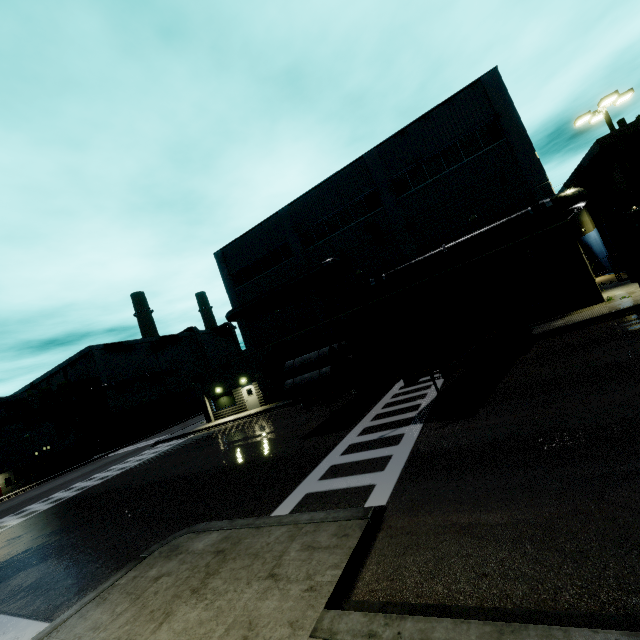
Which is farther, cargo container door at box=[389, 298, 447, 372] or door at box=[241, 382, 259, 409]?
door at box=[241, 382, 259, 409]

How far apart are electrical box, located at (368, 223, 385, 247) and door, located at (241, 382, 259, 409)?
16.3 meters

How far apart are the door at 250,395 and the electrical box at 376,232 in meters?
16.3

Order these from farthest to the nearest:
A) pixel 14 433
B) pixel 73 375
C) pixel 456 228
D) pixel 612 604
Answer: pixel 73 375, pixel 14 433, pixel 456 228, pixel 612 604

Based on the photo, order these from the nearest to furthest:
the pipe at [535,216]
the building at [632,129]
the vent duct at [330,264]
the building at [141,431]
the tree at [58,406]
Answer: the pipe at [535,216] → the building at [632,129] → the vent duct at [330,264] → the tree at [58,406] → the building at [141,431]

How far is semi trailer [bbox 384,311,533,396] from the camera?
9.5m

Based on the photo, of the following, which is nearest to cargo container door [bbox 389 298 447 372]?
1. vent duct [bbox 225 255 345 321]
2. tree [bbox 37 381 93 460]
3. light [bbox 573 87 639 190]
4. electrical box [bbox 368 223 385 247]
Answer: vent duct [bbox 225 255 345 321]

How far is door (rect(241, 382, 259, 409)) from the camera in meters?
29.5 m
